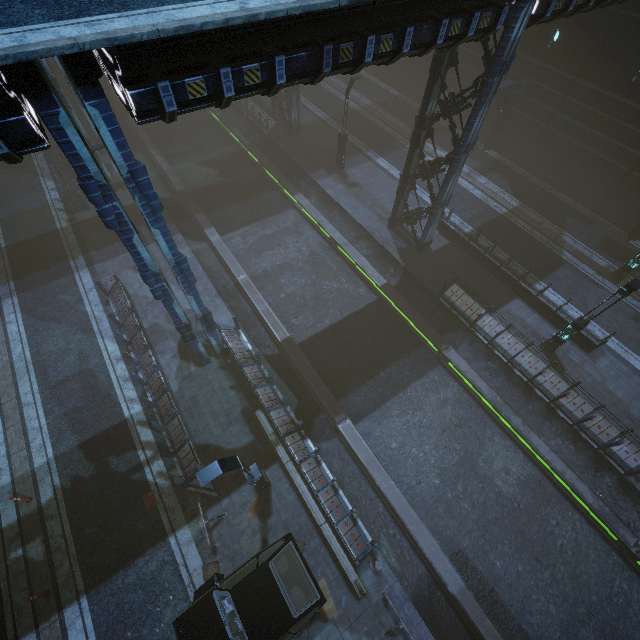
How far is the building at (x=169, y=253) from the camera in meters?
6.0

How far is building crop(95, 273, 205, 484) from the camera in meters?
12.5

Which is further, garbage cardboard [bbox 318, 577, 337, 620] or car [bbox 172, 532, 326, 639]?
garbage cardboard [bbox 318, 577, 337, 620]

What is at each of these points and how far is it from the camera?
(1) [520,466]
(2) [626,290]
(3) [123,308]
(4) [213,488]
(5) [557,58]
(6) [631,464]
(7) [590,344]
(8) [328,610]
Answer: (1) train rail, 14.3m
(2) street light, 12.2m
(3) building, 16.0m
(4) barrier, 12.2m
(5) building, 20.2m
(6) building, 13.1m
(7) building, 15.9m
(8) garbage cardboard, 10.6m

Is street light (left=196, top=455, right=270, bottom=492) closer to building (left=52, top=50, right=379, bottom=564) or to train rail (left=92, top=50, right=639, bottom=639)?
building (left=52, top=50, right=379, bottom=564)

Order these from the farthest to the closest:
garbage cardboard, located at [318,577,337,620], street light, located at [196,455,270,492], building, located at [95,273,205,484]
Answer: building, located at [95,273,205,484] → garbage cardboard, located at [318,577,337,620] → street light, located at [196,455,270,492]

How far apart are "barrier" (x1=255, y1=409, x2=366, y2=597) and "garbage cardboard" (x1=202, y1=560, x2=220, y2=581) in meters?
3.4
